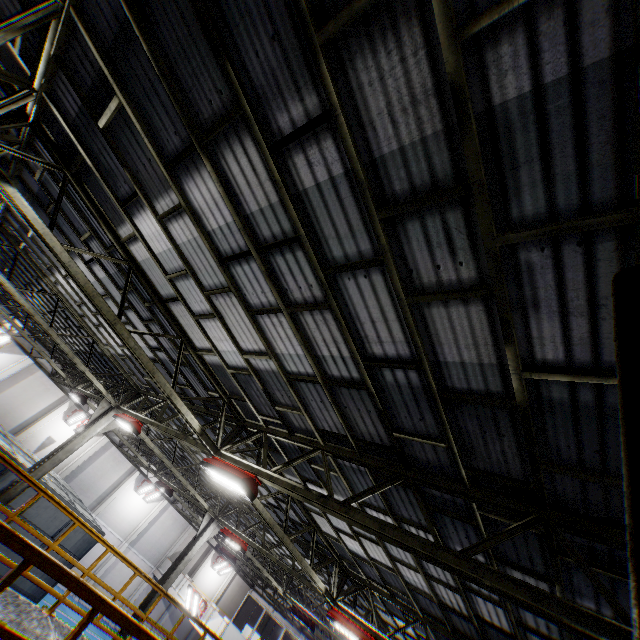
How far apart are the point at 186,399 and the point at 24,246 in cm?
875

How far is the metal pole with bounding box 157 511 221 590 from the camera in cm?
1411

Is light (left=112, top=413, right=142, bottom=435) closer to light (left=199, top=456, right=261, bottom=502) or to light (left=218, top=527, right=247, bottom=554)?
light (left=199, top=456, right=261, bottom=502)

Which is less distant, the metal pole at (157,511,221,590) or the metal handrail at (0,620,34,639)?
the metal handrail at (0,620,34,639)

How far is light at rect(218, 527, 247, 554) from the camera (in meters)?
14.03

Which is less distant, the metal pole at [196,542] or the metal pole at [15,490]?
the metal pole at [15,490]

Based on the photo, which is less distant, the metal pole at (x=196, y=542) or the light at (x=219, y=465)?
the light at (x=219, y=465)

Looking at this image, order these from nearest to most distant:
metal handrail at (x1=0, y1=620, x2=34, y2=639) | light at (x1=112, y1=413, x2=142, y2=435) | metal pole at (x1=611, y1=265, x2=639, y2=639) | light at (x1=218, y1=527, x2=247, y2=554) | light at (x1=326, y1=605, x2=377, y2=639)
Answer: metal pole at (x1=611, y1=265, x2=639, y2=639)
metal handrail at (x1=0, y1=620, x2=34, y2=639)
light at (x1=326, y1=605, x2=377, y2=639)
light at (x1=112, y1=413, x2=142, y2=435)
light at (x1=218, y1=527, x2=247, y2=554)
